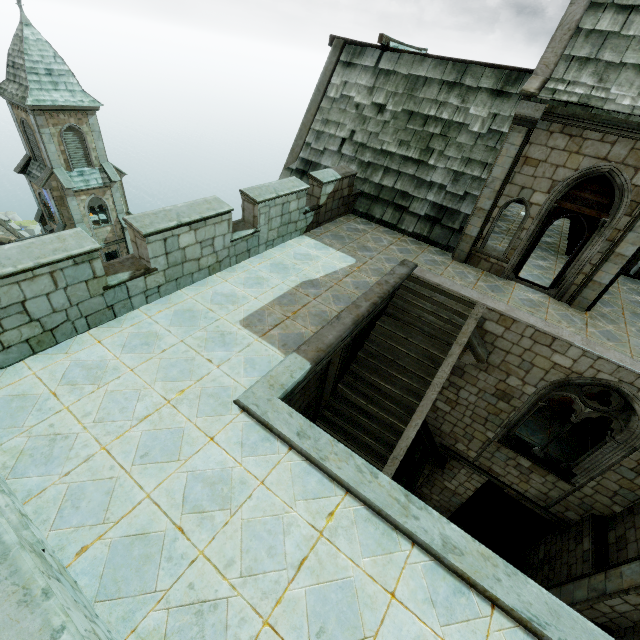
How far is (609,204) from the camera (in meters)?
8.66

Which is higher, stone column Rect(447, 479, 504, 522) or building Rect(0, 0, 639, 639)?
building Rect(0, 0, 639, 639)

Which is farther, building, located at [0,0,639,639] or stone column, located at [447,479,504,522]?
stone column, located at [447,479,504,522]

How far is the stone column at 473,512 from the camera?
12.4m

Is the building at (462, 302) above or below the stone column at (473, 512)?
above

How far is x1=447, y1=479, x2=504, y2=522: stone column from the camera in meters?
12.4 m
